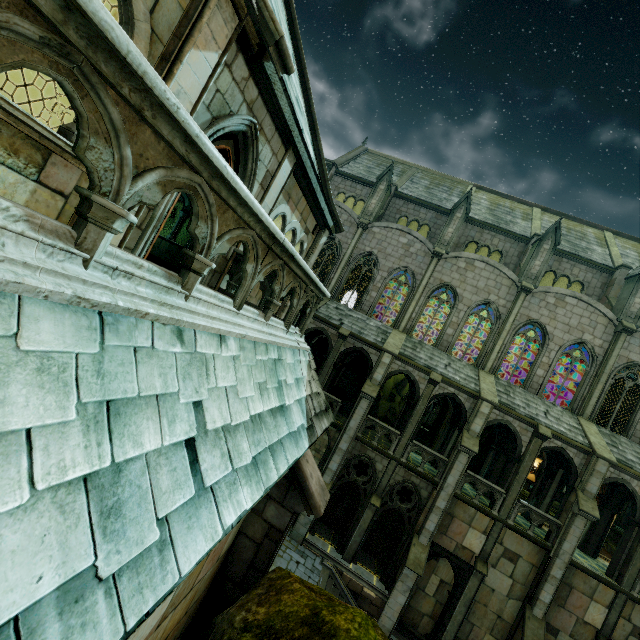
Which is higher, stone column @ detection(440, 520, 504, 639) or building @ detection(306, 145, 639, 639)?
building @ detection(306, 145, 639, 639)

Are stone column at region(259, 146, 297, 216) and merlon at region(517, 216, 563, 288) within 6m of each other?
no

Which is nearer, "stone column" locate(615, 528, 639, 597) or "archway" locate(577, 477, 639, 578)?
"stone column" locate(615, 528, 639, 597)

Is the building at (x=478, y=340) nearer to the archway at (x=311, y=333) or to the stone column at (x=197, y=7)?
the archway at (x=311, y=333)

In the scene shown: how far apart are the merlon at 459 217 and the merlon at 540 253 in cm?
461

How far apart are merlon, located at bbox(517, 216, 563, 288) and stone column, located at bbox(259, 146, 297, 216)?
19.32m

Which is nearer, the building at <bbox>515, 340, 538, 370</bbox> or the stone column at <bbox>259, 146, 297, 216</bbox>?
the stone column at <bbox>259, 146, 297, 216</bbox>

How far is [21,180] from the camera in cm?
337
